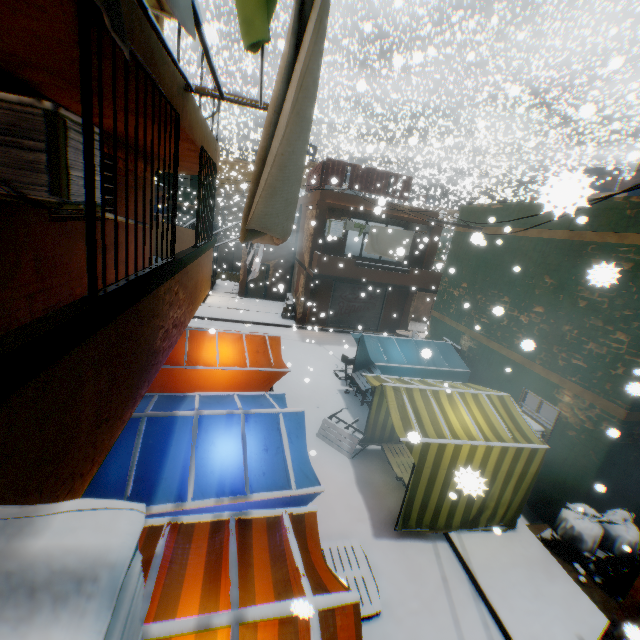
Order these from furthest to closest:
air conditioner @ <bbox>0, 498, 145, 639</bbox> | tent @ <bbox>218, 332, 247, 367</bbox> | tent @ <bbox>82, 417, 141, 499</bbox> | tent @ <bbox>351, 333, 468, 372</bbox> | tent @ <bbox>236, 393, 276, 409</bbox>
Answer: tent @ <bbox>351, 333, 468, 372</bbox> → tent @ <bbox>218, 332, 247, 367</bbox> → tent @ <bbox>236, 393, 276, 409</bbox> → tent @ <bbox>82, 417, 141, 499</bbox> → air conditioner @ <bbox>0, 498, 145, 639</bbox>

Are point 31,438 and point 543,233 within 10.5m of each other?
yes

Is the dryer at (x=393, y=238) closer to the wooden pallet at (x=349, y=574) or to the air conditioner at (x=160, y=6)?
the wooden pallet at (x=349, y=574)

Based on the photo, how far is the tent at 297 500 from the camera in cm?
379

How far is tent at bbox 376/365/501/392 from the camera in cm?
789

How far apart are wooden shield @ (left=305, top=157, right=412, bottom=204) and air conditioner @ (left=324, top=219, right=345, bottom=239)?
0.6 meters

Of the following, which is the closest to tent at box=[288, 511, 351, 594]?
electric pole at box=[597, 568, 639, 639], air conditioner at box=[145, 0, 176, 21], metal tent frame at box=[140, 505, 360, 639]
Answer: metal tent frame at box=[140, 505, 360, 639]
